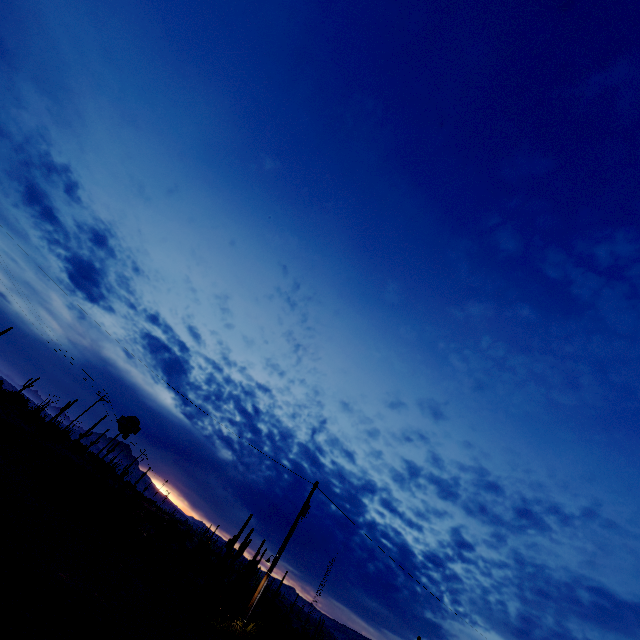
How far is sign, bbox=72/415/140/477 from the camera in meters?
18.0

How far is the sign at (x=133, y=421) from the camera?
18.00m

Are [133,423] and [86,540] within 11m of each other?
yes
